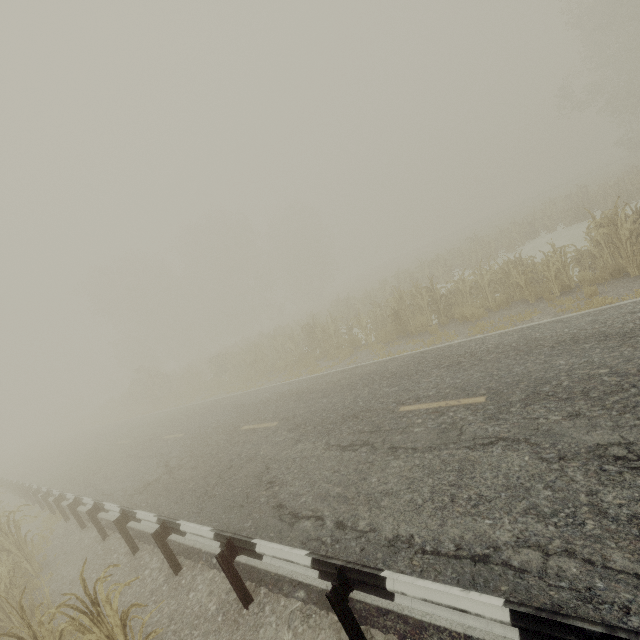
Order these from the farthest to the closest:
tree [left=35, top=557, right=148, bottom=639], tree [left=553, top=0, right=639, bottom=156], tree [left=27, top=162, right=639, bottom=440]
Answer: tree [left=553, top=0, right=639, bottom=156] < tree [left=27, top=162, right=639, bottom=440] < tree [left=35, top=557, right=148, bottom=639]

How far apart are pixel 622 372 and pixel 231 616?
6.7m

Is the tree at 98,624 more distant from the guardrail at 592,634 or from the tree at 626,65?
the tree at 626,65

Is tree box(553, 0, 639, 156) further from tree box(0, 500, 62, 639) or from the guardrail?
the guardrail

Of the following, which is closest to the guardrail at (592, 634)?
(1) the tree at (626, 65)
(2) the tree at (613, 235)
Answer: (2) the tree at (613, 235)

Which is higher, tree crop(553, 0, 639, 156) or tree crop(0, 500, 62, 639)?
tree crop(553, 0, 639, 156)

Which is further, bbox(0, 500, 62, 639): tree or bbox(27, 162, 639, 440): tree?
bbox(27, 162, 639, 440): tree
